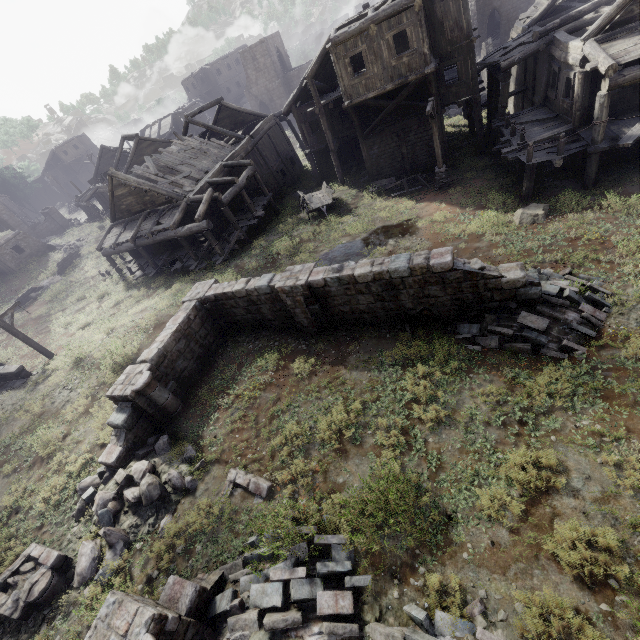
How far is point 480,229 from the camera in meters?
14.3 m

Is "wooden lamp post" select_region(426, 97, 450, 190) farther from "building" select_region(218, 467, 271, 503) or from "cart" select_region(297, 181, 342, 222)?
"building" select_region(218, 467, 271, 503)

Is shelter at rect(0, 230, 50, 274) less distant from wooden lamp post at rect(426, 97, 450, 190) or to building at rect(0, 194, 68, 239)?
building at rect(0, 194, 68, 239)

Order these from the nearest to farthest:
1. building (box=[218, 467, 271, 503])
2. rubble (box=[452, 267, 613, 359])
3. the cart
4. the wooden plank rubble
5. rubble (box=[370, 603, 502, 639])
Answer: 1. rubble (box=[370, 603, 502, 639])
2. building (box=[218, 467, 271, 503])
3. rubble (box=[452, 267, 613, 359])
4. the cart
5. the wooden plank rubble

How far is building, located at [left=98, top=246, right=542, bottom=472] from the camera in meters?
9.7 m

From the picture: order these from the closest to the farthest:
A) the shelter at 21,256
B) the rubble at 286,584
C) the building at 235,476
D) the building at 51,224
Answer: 1. the rubble at 286,584
2. the building at 235,476
3. the shelter at 21,256
4. the building at 51,224

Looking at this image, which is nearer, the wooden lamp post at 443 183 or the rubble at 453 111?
the wooden lamp post at 443 183

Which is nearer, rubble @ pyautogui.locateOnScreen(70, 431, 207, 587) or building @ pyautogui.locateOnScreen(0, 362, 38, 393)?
rubble @ pyautogui.locateOnScreen(70, 431, 207, 587)
